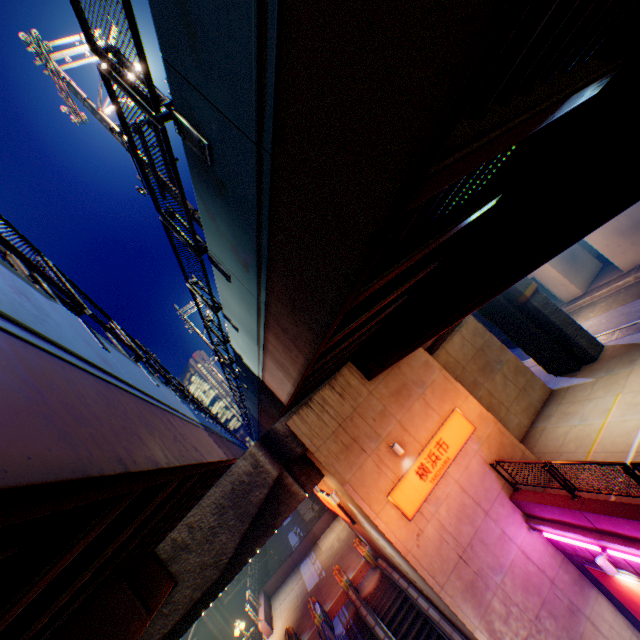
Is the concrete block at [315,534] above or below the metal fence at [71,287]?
below

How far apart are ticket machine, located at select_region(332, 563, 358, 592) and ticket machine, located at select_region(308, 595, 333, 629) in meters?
1.4 m

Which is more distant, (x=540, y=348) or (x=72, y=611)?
(x=540, y=348)

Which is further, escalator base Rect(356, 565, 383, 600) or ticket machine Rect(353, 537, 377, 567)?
ticket machine Rect(353, 537, 377, 567)

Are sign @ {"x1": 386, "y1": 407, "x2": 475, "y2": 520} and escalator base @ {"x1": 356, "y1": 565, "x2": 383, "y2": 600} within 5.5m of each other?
no

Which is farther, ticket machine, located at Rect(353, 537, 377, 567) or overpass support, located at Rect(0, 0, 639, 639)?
ticket machine, located at Rect(353, 537, 377, 567)

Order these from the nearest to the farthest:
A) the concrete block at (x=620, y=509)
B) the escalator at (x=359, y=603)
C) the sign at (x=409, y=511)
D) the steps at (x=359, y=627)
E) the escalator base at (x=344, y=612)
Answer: the concrete block at (x=620, y=509) → the sign at (x=409, y=511) → the escalator at (x=359, y=603) → the steps at (x=359, y=627) → the escalator base at (x=344, y=612)

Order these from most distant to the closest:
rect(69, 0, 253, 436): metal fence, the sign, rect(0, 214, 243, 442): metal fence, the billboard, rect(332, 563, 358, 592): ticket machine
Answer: rect(332, 563, 358, 592): ticket machine
the sign
the billboard
rect(0, 214, 243, 442): metal fence
rect(69, 0, 253, 436): metal fence
